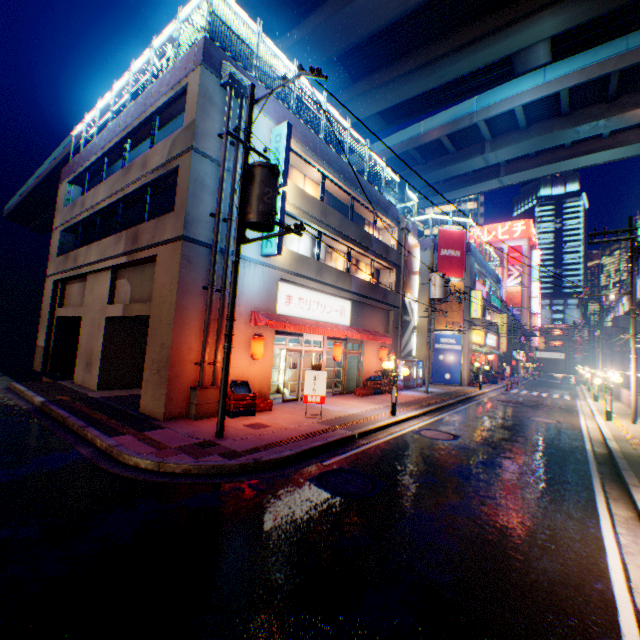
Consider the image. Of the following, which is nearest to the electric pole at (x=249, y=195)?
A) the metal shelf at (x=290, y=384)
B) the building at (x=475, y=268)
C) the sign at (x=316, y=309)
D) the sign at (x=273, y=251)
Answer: the sign at (x=273, y=251)

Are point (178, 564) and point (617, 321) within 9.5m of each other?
no

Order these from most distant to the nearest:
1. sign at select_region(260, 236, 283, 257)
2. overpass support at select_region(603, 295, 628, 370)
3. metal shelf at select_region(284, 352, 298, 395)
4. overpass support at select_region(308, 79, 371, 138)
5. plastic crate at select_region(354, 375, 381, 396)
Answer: overpass support at select_region(603, 295, 628, 370) → overpass support at select_region(308, 79, 371, 138) → plastic crate at select_region(354, 375, 381, 396) → metal shelf at select_region(284, 352, 298, 395) → sign at select_region(260, 236, 283, 257)

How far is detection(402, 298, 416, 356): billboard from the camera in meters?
23.6 m

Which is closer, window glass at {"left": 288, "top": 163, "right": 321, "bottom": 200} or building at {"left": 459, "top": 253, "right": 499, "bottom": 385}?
window glass at {"left": 288, "top": 163, "right": 321, "bottom": 200}

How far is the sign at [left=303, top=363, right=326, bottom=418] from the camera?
11.78m

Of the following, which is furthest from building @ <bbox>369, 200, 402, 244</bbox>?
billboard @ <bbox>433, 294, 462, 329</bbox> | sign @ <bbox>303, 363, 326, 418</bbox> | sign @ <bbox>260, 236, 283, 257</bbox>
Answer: billboard @ <bbox>433, 294, 462, 329</bbox>

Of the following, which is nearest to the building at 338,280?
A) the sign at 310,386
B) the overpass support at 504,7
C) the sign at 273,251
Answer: the sign at 273,251
